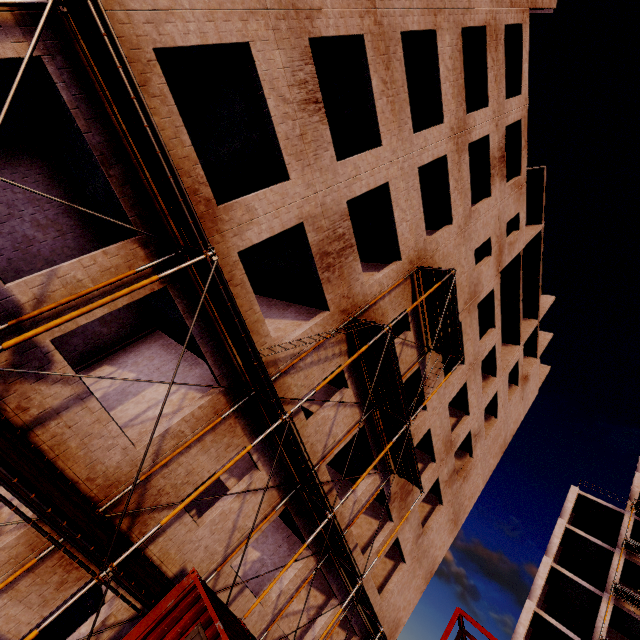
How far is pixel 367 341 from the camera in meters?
10.6

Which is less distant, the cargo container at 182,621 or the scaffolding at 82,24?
the scaffolding at 82,24

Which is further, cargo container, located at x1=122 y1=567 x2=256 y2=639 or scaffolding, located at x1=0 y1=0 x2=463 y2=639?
cargo container, located at x1=122 y1=567 x2=256 y2=639
